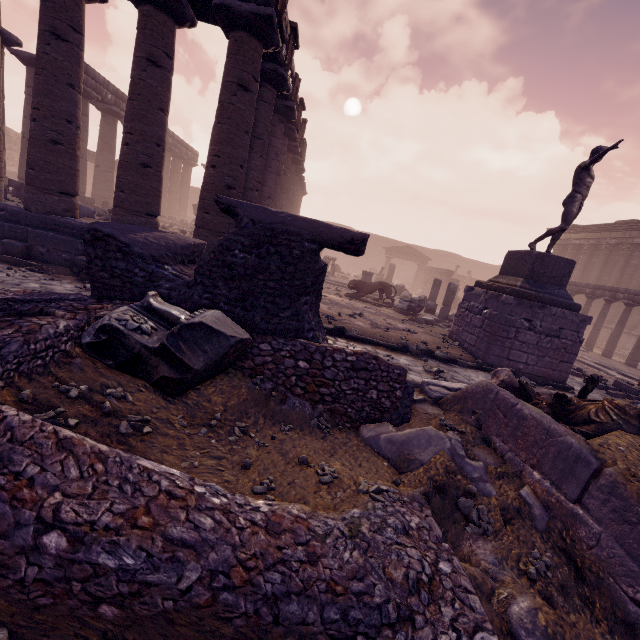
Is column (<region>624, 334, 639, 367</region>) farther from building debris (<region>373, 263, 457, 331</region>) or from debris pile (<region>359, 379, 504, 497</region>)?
debris pile (<region>359, 379, 504, 497</region>)

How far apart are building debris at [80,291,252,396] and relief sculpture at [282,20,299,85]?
9.0m

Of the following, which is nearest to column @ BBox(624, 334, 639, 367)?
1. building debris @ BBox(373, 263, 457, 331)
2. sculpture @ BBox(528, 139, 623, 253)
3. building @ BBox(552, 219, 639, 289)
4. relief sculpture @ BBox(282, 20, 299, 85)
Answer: building @ BBox(552, 219, 639, 289)

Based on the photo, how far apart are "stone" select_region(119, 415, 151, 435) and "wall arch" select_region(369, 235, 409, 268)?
38.2m

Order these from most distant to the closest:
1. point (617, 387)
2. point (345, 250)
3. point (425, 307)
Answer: point (425, 307)
point (617, 387)
point (345, 250)

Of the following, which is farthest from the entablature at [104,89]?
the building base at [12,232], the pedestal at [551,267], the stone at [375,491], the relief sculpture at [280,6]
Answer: the stone at [375,491]

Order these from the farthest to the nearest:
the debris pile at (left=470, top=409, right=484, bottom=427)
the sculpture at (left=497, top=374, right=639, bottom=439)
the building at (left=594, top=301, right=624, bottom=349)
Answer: the building at (left=594, top=301, right=624, bottom=349) < the debris pile at (left=470, top=409, right=484, bottom=427) < the sculpture at (left=497, top=374, right=639, bottom=439)

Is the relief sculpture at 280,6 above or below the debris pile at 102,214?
above
